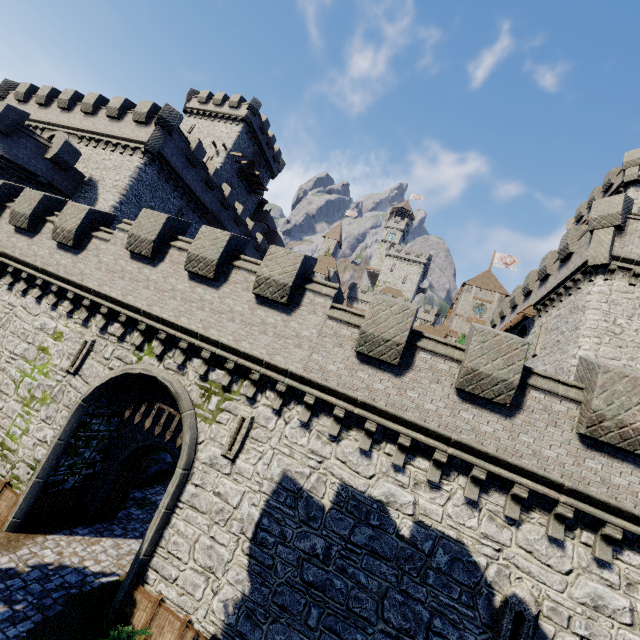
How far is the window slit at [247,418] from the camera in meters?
10.1 m

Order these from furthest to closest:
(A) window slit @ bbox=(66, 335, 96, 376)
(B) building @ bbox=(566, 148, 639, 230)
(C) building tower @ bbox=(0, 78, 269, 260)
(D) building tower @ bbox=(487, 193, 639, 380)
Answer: (B) building @ bbox=(566, 148, 639, 230), (C) building tower @ bbox=(0, 78, 269, 260), (D) building tower @ bbox=(487, 193, 639, 380), (A) window slit @ bbox=(66, 335, 96, 376)

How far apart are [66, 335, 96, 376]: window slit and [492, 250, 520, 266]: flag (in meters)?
56.66

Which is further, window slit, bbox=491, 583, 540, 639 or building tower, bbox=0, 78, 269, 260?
building tower, bbox=0, 78, 269, 260

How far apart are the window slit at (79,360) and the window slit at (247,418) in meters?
6.7 m

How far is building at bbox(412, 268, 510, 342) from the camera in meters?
49.0 m

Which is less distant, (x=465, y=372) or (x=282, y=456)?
(x=465, y=372)

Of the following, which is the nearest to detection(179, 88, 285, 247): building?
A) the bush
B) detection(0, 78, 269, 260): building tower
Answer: detection(0, 78, 269, 260): building tower
